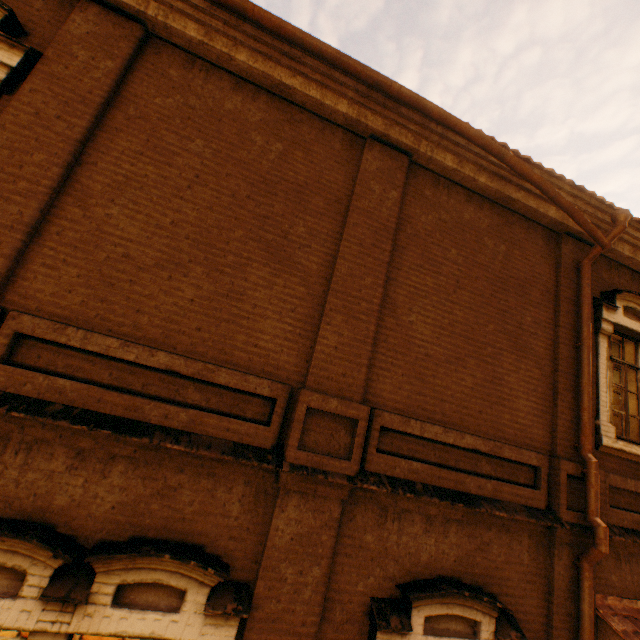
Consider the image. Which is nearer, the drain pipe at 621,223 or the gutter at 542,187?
the gutter at 542,187

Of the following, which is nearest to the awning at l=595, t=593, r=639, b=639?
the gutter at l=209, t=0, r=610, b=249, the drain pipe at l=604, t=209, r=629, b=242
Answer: the drain pipe at l=604, t=209, r=629, b=242

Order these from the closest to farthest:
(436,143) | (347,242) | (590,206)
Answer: (347,242), (436,143), (590,206)

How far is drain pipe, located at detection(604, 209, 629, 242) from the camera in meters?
5.2

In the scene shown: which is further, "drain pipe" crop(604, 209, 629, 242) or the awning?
"drain pipe" crop(604, 209, 629, 242)

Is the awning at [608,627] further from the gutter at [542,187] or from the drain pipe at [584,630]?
the gutter at [542,187]

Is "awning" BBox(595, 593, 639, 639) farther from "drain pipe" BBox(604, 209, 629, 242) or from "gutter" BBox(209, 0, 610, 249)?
"gutter" BBox(209, 0, 610, 249)
